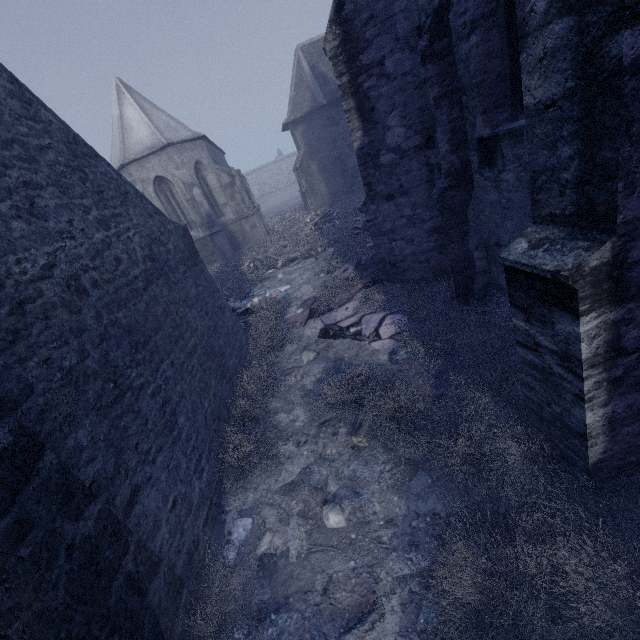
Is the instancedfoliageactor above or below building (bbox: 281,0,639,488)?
below

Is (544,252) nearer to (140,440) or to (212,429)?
(140,440)

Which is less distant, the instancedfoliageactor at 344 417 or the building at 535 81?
the building at 535 81

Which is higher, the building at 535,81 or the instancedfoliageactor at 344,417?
the building at 535,81

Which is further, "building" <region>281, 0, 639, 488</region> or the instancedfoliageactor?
the instancedfoliageactor
